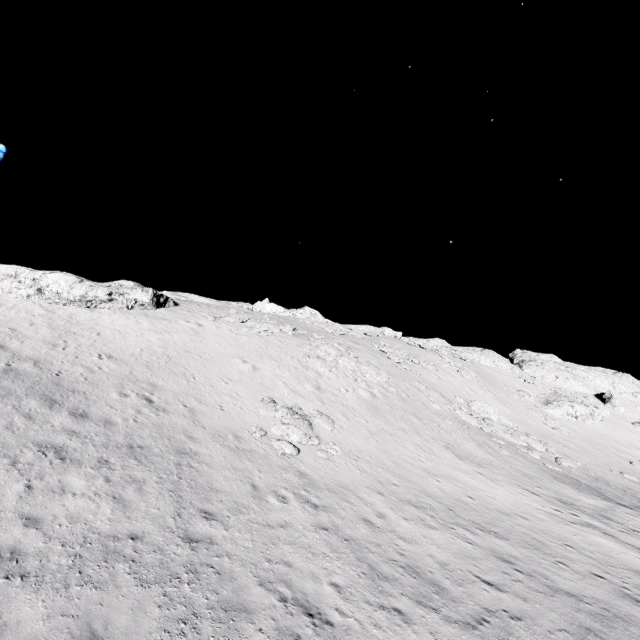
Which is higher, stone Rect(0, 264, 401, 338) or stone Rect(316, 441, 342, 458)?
stone Rect(0, 264, 401, 338)

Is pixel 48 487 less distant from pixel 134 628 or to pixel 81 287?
pixel 134 628

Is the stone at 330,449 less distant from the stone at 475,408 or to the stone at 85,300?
the stone at 475,408

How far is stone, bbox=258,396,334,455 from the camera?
14.6 meters

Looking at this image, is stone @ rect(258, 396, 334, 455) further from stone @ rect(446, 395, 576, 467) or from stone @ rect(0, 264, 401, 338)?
stone @ rect(0, 264, 401, 338)

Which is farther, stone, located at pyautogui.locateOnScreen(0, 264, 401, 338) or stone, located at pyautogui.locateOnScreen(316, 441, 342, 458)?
stone, located at pyautogui.locateOnScreen(0, 264, 401, 338)

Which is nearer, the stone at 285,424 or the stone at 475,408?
the stone at 285,424
